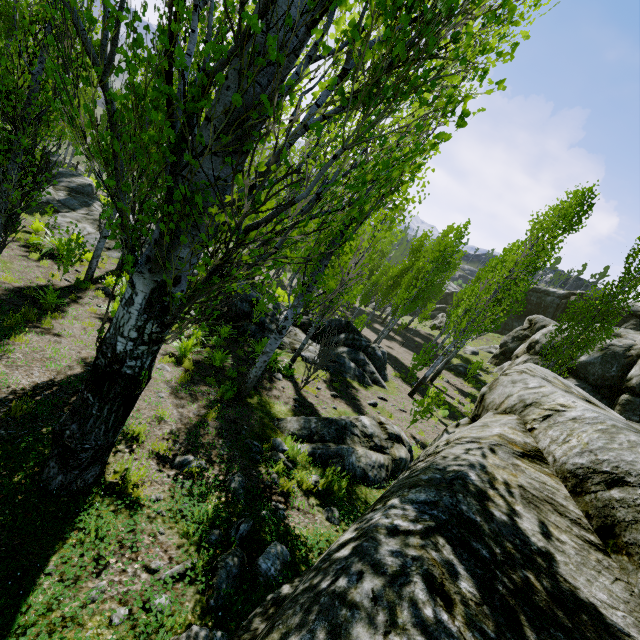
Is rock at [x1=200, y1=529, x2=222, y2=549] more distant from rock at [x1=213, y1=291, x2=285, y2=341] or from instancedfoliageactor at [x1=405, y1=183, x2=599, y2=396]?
rock at [x1=213, y1=291, x2=285, y2=341]

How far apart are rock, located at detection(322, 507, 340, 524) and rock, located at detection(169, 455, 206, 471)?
1.92m

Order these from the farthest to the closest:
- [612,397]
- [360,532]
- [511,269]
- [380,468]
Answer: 1. [612,397]
2. [511,269]
3. [380,468]
4. [360,532]

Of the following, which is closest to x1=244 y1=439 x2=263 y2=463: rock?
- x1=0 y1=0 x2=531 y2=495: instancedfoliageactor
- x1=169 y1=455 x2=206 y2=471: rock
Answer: x1=0 y1=0 x2=531 y2=495: instancedfoliageactor

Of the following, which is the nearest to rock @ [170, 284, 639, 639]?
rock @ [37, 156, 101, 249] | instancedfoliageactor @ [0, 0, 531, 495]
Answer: instancedfoliageactor @ [0, 0, 531, 495]

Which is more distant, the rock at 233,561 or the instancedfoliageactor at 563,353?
the instancedfoliageactor at 563,353

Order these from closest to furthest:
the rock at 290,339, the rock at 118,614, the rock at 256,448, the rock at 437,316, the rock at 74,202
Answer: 1. the rock at 118,614
2. the rock at 256,448
3. the rock at 290,339
4. the rock at 74,202
5. the rock at 437,316

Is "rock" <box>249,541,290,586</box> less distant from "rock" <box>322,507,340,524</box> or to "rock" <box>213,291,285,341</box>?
"rock" <box>322,507,340,524</box>
